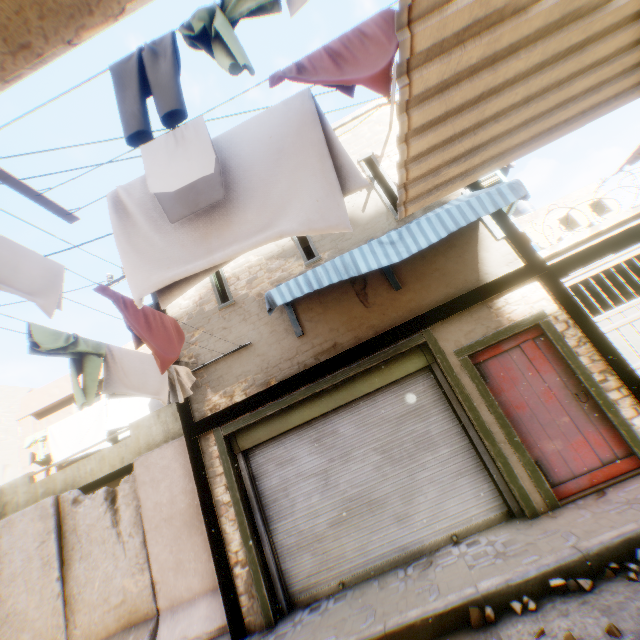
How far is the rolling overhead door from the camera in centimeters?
498cm

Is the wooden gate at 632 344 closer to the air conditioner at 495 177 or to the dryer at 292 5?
the air conditioner at 495 177

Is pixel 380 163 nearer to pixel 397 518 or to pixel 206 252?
pixel 206 252

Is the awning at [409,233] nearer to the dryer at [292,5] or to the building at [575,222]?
the building at [575,222]

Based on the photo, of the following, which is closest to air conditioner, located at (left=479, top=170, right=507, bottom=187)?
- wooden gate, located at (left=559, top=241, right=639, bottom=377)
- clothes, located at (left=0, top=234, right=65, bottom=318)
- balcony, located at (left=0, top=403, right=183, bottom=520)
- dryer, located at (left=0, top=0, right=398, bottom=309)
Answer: wooden gate, located at (left=559, top=241, right=639, bottom=377)

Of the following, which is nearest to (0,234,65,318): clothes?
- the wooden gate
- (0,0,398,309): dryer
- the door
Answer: (0,0,398,309): dryer

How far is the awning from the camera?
4.6 meters

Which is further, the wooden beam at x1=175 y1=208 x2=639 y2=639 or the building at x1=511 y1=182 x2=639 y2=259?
the building at x1=511 y1=182 x2=639 y2=259
